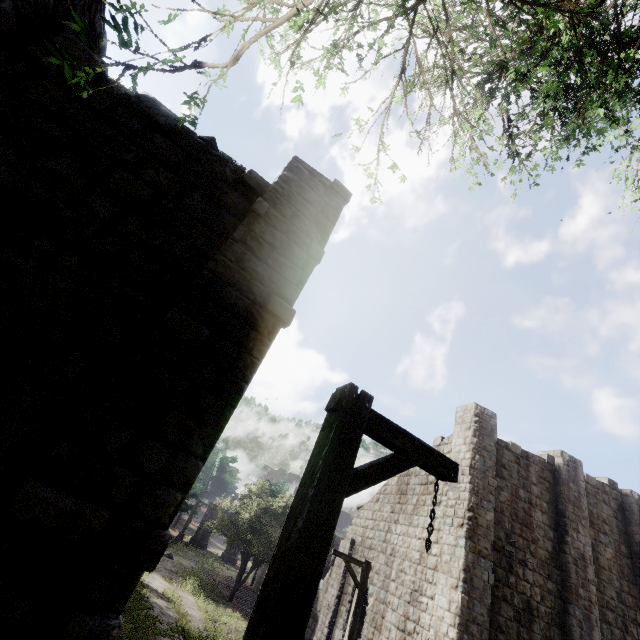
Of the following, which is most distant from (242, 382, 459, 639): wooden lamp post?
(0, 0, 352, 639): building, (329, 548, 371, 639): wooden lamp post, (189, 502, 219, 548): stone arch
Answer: (189, 502, 219, 548): stone arch

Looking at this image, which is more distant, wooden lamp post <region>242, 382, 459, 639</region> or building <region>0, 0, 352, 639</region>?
building <region>0, 0, 352, 639</region>

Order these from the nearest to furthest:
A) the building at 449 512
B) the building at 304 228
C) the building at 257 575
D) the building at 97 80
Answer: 1. the building at 304 228
2. the building at 97 80
3. the building at 449 512
4. the building at 257 575

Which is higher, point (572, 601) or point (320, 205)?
point (320, 205)

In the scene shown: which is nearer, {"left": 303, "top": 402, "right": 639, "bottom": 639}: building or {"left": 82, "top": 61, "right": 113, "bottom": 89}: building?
{"left": 82, "top": 61, "right": 113, "bottom": 89}: building

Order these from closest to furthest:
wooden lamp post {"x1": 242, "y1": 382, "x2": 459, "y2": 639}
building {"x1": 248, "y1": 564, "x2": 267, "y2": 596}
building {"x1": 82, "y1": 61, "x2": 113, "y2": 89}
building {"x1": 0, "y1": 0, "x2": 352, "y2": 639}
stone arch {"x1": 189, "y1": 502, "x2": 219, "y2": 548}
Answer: wooden lamp post {"x1": 242, "y1": 382, "x2": 459, "y2": 639} → building {"x1": 0, "y1": 0, "x2": 352, "y2": 639} → building {"x1": 82, "y1": 61, "x2": 113, "y2": 89} → building {"x1": 248, "y1": 564, "x2": 267, "y2": 596} → stone arch {"x1": 189, "y1": 502, "x2": 219, "y2": 548}

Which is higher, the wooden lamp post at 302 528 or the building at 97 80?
the building at 97 80
